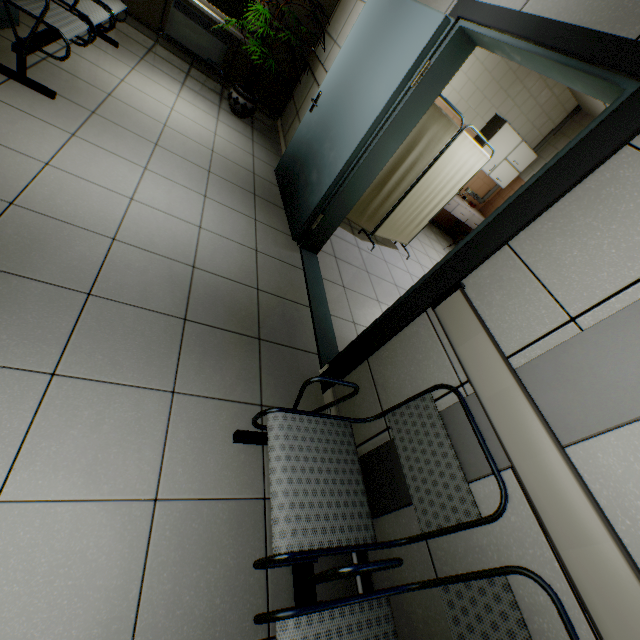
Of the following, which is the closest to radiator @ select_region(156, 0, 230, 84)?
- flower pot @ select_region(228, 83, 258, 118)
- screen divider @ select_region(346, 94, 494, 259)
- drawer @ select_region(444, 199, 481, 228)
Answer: flower pot @ select_region(228, 83, 258, 118)

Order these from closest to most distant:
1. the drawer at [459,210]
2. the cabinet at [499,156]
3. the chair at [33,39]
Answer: the chair at [33,39] → the cabinet at [499,156] → the drawer at [459,210]

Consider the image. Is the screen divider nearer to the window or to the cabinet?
the cabinet

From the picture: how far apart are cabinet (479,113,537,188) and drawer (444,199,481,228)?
0.7m

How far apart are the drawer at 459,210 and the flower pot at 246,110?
3.90m

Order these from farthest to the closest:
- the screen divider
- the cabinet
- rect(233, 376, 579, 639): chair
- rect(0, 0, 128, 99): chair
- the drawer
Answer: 1. the drawer
2. the cabinet
3. the screen divider
4. rect(0, 0, 128, 99): chair
5. rect(233, 376, 579, 639): chair

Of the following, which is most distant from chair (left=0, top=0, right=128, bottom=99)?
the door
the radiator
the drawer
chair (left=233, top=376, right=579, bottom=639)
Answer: the drawer

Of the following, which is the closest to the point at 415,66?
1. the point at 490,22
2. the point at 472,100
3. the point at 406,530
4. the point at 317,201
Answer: the point at 490,22
